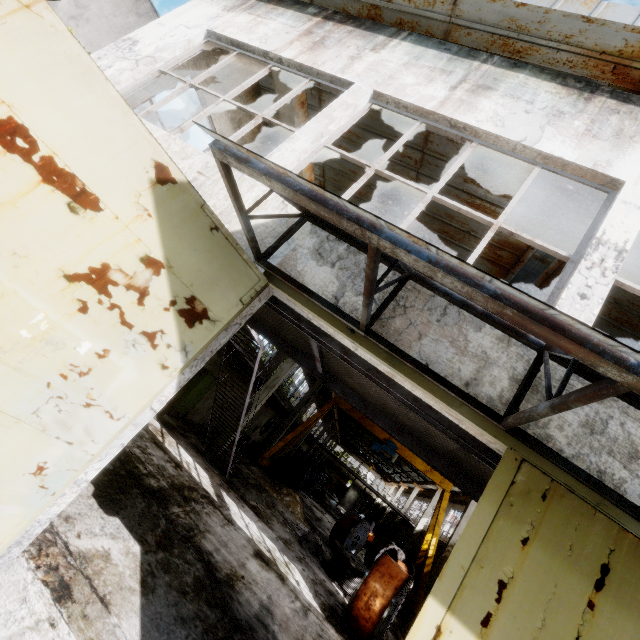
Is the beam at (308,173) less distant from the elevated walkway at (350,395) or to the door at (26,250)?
the elevated walkway at (350,395)

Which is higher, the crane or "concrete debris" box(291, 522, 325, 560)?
the crane

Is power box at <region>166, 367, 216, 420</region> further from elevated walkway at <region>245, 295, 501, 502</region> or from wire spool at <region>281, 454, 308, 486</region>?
wire spool at <region>281, 454, 308, 486</region>

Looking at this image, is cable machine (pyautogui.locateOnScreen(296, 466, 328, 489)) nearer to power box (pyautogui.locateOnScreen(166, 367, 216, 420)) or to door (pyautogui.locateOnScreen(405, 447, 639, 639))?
power box (pyautogui.locateOnScreen(166, 367, 216, 420))

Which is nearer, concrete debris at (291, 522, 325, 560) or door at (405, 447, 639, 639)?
door at (405, 447, 639, 639)

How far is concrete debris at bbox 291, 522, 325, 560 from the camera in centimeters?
1274cm

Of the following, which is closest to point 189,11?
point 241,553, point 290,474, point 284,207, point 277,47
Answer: point 277,47

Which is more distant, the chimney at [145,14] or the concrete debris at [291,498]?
the chimney at [145,14]
